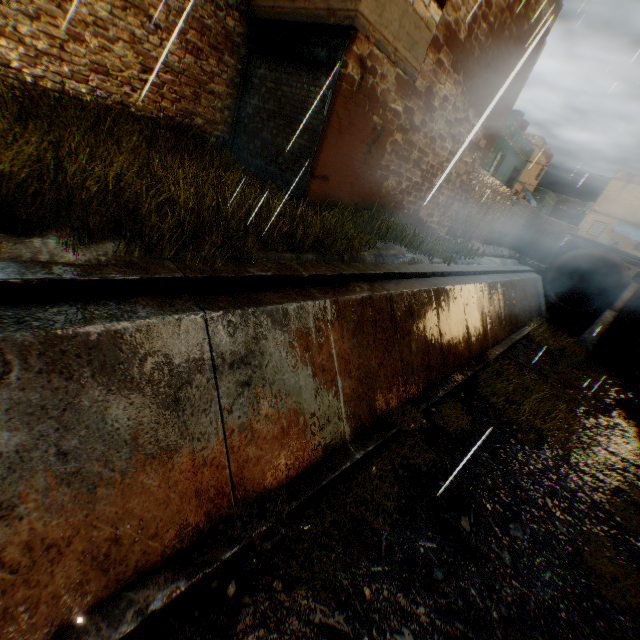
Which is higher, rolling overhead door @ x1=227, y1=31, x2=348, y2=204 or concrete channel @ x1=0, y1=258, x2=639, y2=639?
rolling overhead door @ x1=227, y1=31, x2=348, y2=204

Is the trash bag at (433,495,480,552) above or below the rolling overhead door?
below

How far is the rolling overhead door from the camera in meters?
6.6

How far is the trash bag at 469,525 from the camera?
5.0m

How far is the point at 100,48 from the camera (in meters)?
6.32

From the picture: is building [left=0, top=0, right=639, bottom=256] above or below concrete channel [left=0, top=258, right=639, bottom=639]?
above

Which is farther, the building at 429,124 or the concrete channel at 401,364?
the building at 429,124

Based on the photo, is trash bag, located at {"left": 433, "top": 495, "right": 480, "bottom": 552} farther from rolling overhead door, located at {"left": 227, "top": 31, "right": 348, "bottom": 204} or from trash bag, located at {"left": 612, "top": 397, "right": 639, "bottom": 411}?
trash bag, located at {"left": 612, "top": 397, "right": 639, "bottom": 411}
